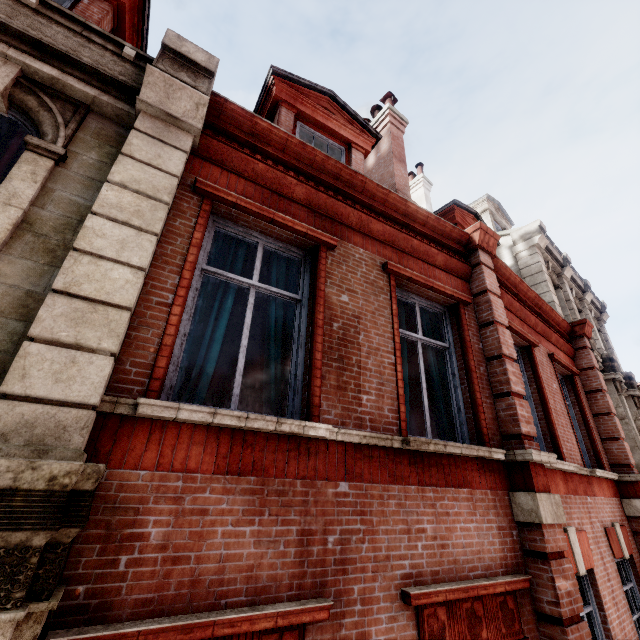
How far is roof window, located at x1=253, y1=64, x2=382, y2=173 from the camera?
5.9m

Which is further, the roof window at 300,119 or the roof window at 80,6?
the roof window at 300,119

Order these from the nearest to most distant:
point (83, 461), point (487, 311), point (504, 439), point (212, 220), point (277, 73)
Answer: point (83, 461) → point (212, 220) → point (504, 439) → point (487, 311) → point (277, 73)

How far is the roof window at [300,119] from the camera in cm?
595

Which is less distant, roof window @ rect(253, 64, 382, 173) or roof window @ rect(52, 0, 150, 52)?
roof window @ rect(52, 0, 150, 52)
